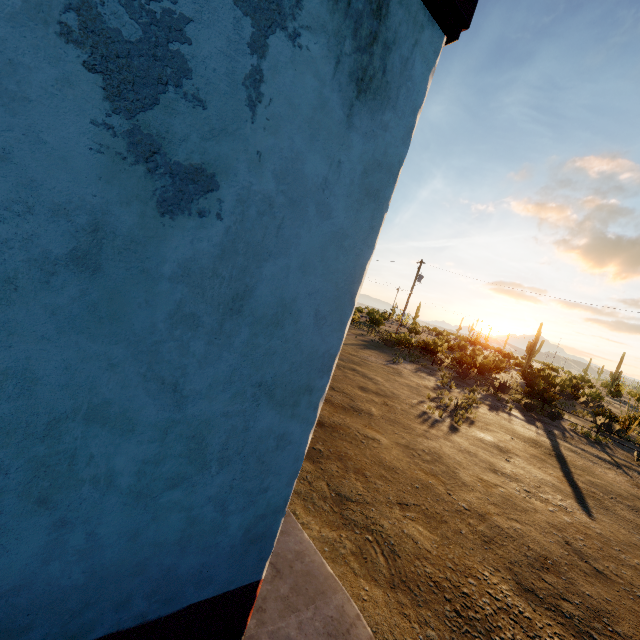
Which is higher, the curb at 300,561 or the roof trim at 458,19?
the roof trim at 458,19

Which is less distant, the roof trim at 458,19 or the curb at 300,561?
the roof trim at 458,19

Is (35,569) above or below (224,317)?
below

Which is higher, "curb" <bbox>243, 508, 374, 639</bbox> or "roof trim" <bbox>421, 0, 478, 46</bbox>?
"roof trim" <bbox>421, 0, 478, 46</bbox>

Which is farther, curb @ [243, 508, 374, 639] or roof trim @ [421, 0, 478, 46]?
curb @ [243, 508, 374, 639]
